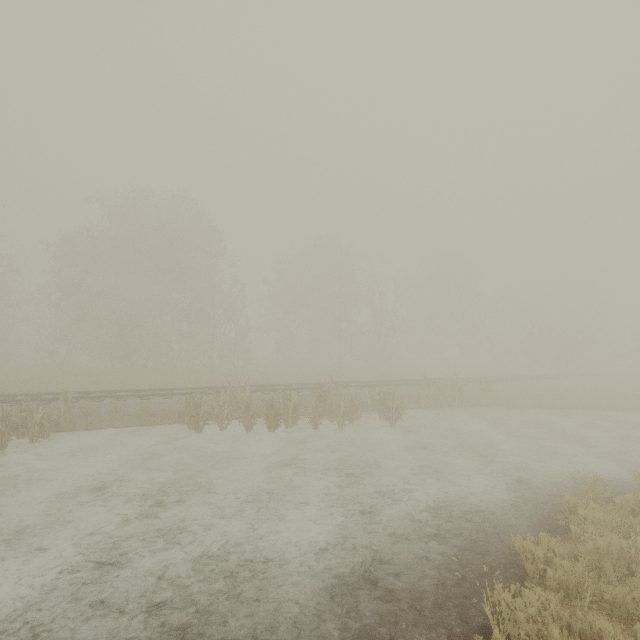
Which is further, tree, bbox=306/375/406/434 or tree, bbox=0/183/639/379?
tree, bbox=0/183/639/379

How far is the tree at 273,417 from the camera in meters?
13.2

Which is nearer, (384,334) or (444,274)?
(384,334)

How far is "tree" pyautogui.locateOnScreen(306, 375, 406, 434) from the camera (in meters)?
13.66

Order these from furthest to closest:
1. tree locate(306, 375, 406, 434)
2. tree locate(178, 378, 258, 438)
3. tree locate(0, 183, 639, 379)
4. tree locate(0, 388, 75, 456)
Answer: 1. tree locate(0, 183, 639, 379)
2. tree locate(306, 375, 406, 434)
3. tree locate(178, 378, 258, 438)
4. tree locate(0, 388, 75, 456)

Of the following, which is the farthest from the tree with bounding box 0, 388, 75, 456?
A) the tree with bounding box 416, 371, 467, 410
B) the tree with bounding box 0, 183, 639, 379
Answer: the tree with bounding box 0, 183, 639, 379

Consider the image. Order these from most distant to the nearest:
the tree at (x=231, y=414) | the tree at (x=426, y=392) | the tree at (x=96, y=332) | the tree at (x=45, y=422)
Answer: the tree at (x=96, y=332)
the tree at (x=426, y=392)
the tree at (x=231, y=414)
the tree at (x=45, y=422)
